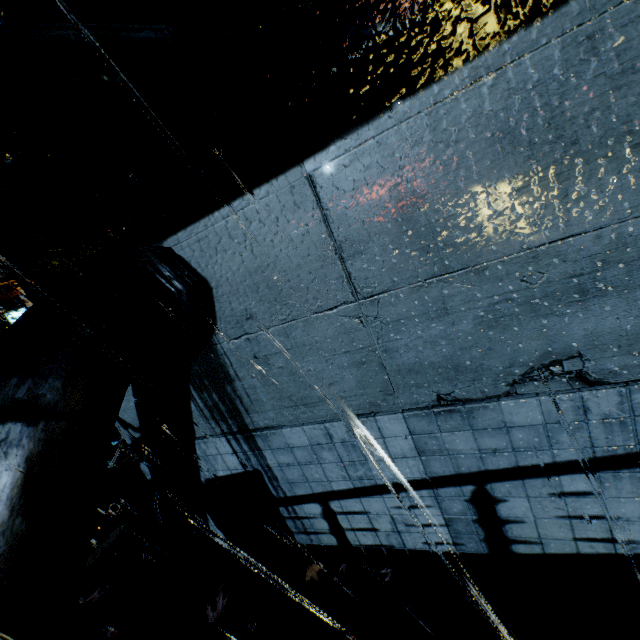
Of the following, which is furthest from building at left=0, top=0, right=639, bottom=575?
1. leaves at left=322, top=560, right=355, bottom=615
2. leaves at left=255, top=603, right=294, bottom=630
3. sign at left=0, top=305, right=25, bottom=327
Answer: leaves at left=255, top=603, right=294, bottom=630

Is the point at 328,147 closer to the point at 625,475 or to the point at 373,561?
the point at 625,475

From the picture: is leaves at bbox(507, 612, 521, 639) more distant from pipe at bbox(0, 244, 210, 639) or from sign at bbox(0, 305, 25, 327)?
sign at bbox(0, 305, 25, 327)

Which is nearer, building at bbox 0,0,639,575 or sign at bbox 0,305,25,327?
building at bbox 0,0,639,575

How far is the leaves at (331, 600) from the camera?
3.5m

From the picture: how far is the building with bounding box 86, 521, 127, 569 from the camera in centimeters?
588cm

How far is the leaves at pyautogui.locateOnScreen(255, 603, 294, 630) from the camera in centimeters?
362cm

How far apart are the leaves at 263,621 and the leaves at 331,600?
0.11m
